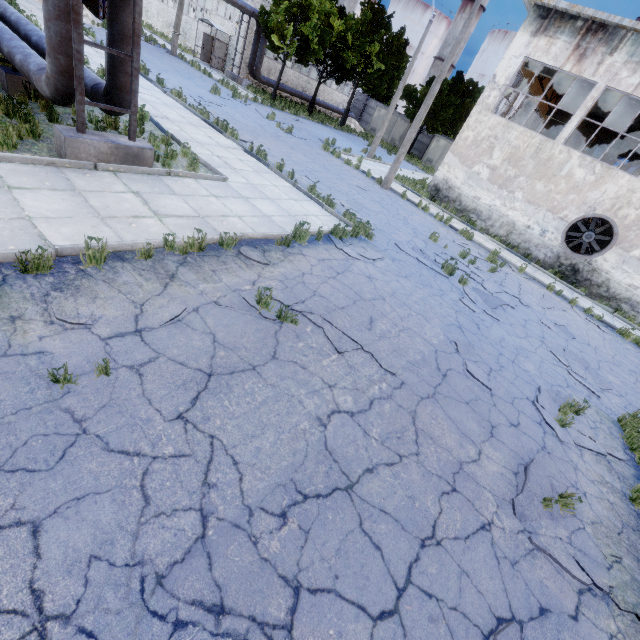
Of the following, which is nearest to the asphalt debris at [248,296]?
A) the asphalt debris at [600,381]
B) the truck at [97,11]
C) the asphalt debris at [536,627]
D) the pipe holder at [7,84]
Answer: the asphalt debris at [536,627]

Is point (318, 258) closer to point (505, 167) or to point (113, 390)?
point (113, 390)

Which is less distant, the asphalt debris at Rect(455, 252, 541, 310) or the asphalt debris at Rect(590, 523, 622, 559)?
the asphalt debris at Rect(590, 523, 622, 559)

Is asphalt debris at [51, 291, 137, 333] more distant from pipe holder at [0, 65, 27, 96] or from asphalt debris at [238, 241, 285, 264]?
pipe holder at [0, 65, 27, 96]

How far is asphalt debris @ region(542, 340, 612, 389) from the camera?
8.67m

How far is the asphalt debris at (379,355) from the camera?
5.61m

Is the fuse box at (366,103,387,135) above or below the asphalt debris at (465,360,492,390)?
above

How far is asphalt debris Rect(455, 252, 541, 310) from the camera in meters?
10.4 m
